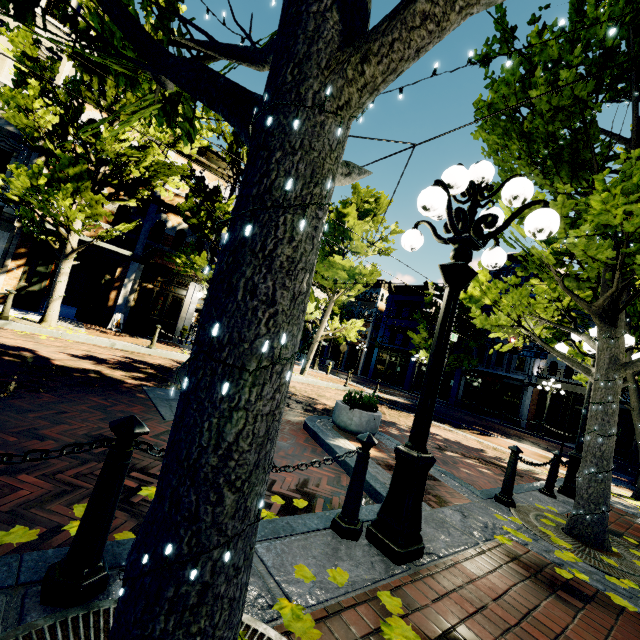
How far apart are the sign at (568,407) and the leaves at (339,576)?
7.6 meters

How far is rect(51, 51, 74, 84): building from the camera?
12.20m

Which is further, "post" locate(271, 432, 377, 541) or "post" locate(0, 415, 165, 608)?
"post" locate(271, 432, 377, 541)

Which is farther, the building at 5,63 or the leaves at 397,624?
the building at 5,63

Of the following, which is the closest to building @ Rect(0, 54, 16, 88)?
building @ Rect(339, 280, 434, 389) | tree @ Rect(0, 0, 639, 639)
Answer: tree @ Rect(0, 0, 639, 639)

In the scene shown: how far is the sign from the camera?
7.48m

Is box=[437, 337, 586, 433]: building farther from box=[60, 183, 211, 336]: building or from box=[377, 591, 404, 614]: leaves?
box=[377, 591, 404, 614]: leaves

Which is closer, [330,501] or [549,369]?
[330,501]
